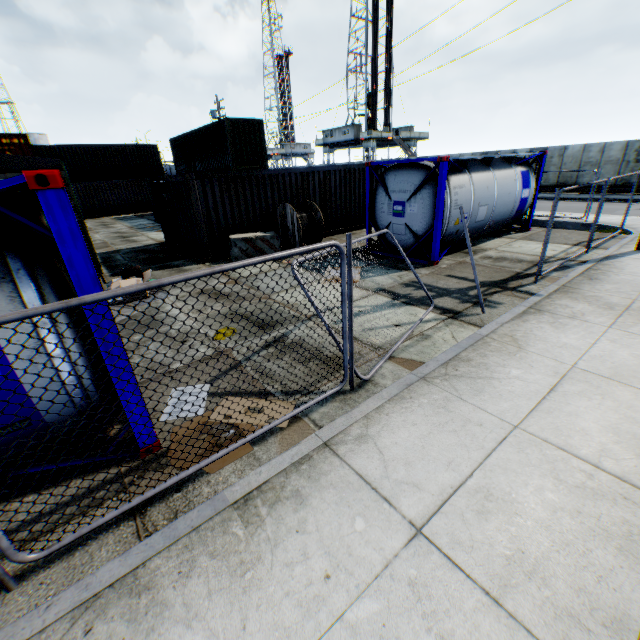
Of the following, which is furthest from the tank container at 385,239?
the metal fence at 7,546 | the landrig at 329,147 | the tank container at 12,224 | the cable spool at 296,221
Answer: the landrig at 329,147

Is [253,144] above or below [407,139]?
below

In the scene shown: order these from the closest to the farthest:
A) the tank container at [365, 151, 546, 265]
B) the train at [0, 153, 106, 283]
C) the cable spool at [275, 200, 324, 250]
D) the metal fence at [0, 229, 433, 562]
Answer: the metal fence at [0, 229, 433, 562]
the train at [0, 153, 106, 283]
the tank container at [365, 151, 546, 265]
the cable spool at [275, 200, 324, 250]

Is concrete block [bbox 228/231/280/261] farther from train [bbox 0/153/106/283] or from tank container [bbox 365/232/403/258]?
train [bbox 0/153/106/283]

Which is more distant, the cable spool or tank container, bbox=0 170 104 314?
the cable spool

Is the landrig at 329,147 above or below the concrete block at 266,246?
above

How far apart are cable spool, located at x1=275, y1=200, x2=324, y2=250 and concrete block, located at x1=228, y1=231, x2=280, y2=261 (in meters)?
0.21

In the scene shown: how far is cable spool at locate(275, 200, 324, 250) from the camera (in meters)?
11.68
